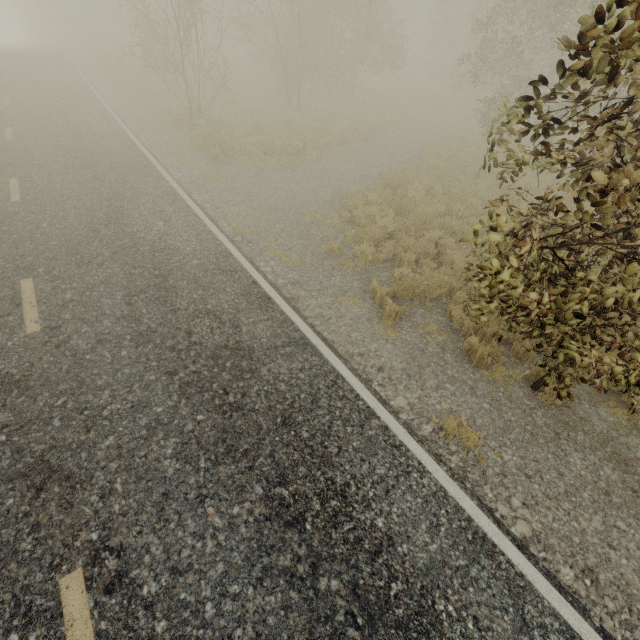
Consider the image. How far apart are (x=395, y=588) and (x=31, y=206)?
10.1m
